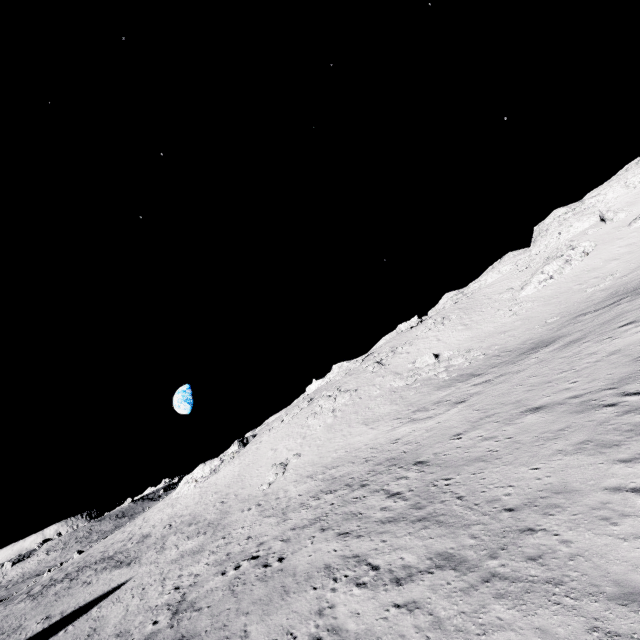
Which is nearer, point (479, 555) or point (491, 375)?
point (479, 555)

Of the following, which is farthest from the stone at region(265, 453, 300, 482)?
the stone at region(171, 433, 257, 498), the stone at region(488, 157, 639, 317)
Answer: the stone at region(488, 157, 639, 317)

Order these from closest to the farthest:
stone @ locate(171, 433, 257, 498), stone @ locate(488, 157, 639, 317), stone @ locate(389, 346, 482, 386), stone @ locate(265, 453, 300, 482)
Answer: stone @ locate(265, 453, 300, 482)
stone @ locate(389, 346, 482, 386)
stone @ locate(488, 157, 639, 317)
stone @ locate(171, 433, 257, 498)

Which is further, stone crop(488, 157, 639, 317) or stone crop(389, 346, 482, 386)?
stone crop(488, 157, 639, 317)

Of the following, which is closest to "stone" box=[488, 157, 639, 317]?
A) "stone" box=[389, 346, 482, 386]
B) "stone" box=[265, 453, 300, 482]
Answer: "stone" box=[389, 346, 482, 386]

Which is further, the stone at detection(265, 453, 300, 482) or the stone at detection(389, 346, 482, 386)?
the stone at detection(389, 346, 482, 386)

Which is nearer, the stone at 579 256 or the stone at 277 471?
the stone at 277 471

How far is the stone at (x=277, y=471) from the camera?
32.6 meters
